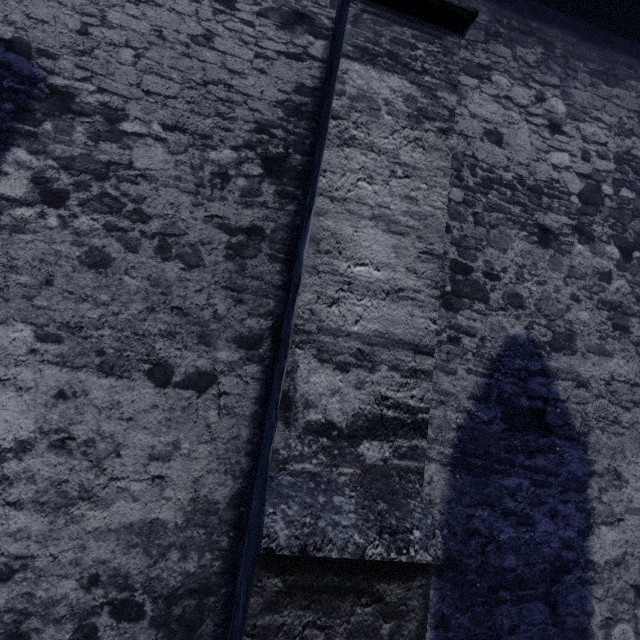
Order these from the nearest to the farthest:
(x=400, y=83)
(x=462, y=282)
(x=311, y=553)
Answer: (x=311, y=553) < (x=400, y=83) < (x=462, y=282)
